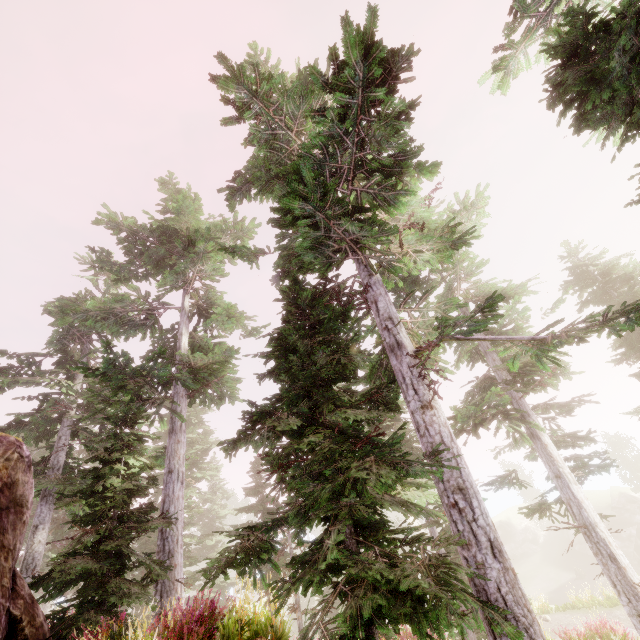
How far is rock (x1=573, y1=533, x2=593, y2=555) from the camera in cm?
4243

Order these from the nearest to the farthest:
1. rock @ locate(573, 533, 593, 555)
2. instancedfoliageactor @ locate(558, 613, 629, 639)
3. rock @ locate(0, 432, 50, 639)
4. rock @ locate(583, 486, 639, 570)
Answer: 1. rock @ locate(0, 432, 50, 639)
2. instancedfoliageactor @ locate(558, 613, 629, 639)
3. rock @ locate(583, 486, 639, 570)
4. rock @ locate(573, 533, 593, 555)

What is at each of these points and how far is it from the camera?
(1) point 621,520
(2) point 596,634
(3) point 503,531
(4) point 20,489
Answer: (1) rock, 39.9 meters
(2) instancedfoliageactor, 13.5 meters
(3) rock, 51.2 meters
(4) rock, 7.4 meters

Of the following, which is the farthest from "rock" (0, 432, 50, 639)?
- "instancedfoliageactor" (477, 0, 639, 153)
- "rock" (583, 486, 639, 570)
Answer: "rock" (583, 486, 639, 570)

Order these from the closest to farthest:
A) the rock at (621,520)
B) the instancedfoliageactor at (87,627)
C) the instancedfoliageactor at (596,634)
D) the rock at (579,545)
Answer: the instancedfoliageactor at (87,627) < the instancedfoliageactor at (596,634) < the rock at (621,520) < the rock at (579,545)

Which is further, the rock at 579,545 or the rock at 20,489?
the rock at 579,545
